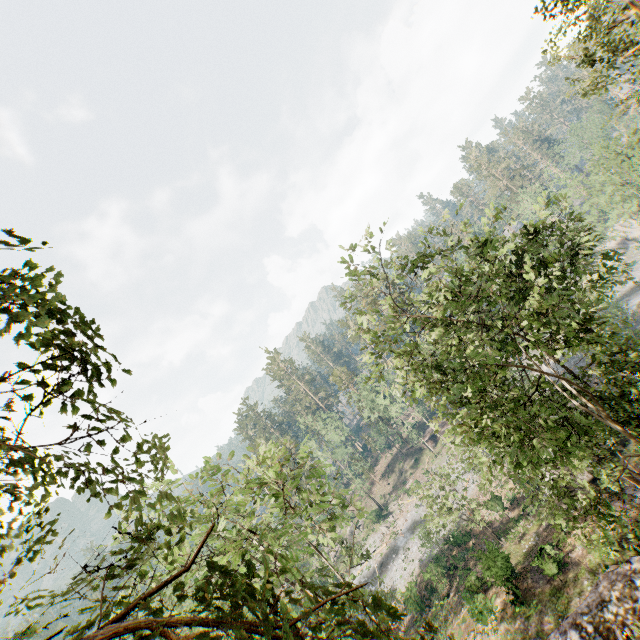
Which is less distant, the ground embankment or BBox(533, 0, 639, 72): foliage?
BBox(533, 0, 639, 72): foliage

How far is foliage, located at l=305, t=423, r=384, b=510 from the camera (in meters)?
17.16

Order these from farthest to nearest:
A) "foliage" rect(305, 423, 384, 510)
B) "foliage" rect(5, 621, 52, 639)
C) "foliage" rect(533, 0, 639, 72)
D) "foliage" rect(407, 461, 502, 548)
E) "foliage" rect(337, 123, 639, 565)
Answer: "foliage" rect(407, 461, 502, 548) → "foliage" rect(305, 423, 384, 510) → "foliage" rect(533, 0, 639, 72) → "foliage" rect(337, 123, 639, 565) → "foliage" rect(5, 621, 52, 639)

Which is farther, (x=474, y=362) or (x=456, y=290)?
(x=456, y=290)

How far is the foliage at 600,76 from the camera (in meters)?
14.62

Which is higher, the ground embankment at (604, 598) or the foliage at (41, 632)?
the foliage at (41, 632)

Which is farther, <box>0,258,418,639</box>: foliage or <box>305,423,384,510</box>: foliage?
<box>305,423,384,510</box>: foliage
